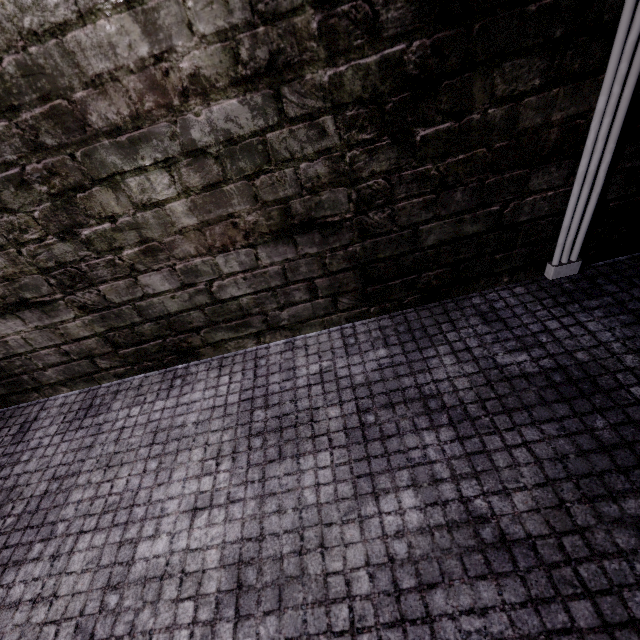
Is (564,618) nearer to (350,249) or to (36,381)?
(350,249)
